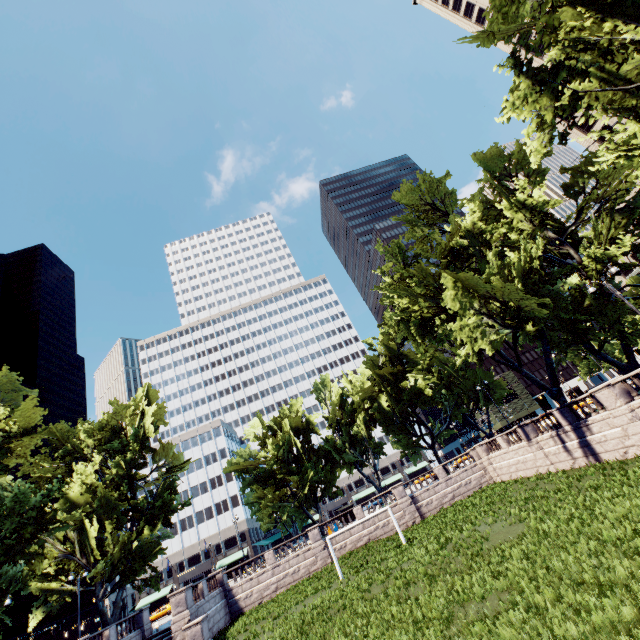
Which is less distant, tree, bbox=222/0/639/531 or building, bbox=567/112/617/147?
tree, bbox=222/0/639/531

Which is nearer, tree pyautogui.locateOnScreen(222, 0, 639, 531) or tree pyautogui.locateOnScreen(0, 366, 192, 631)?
tree pyautogui.locateOnScreen(222, 0, 639, 531)

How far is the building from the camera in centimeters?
5112cm

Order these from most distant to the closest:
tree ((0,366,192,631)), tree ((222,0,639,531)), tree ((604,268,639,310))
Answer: tree ((604,268,639,310))
tree ((0,366,192,631))
tree ((222,0,639,531))

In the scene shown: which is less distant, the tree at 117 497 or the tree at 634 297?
the tree at 117 497

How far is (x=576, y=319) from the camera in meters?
27.5 m

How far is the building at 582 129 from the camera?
51.1m
